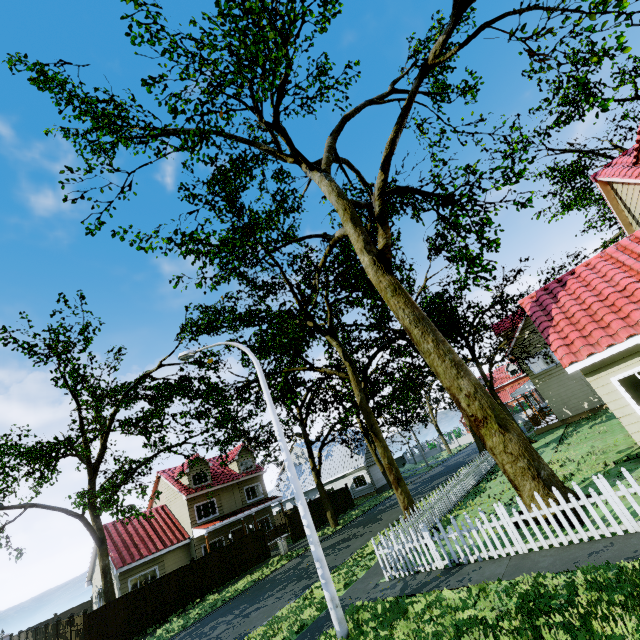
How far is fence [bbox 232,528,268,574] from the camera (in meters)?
22.31

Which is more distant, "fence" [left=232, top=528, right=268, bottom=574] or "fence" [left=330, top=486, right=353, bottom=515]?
"fence" [left=330, top=486, right=353, bottom=515]

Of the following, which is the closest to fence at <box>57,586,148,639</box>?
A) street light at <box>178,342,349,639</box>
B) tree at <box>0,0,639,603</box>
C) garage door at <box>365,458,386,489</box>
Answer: tree at <box>0,0,639,603</box>

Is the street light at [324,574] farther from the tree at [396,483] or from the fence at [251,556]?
the tree at [396,483]

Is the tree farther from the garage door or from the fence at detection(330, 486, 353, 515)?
the garage door

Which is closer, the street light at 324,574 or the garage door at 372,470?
the street light at 324,574

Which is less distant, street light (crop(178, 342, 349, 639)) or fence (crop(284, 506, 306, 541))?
street light (crop(178, 342, 349, 639))

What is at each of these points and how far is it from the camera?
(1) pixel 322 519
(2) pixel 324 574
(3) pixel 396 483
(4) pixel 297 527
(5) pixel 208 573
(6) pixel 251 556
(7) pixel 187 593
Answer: (1) fence, 28.7 meters
(2) street light, 8.0 meters
(3) tree, 17.2 meters
(4) fence, 26.6 meters
(5) fence, 20.6 meters
(6) fence, 22.9 meters
(7) fence, 19.3 meters
